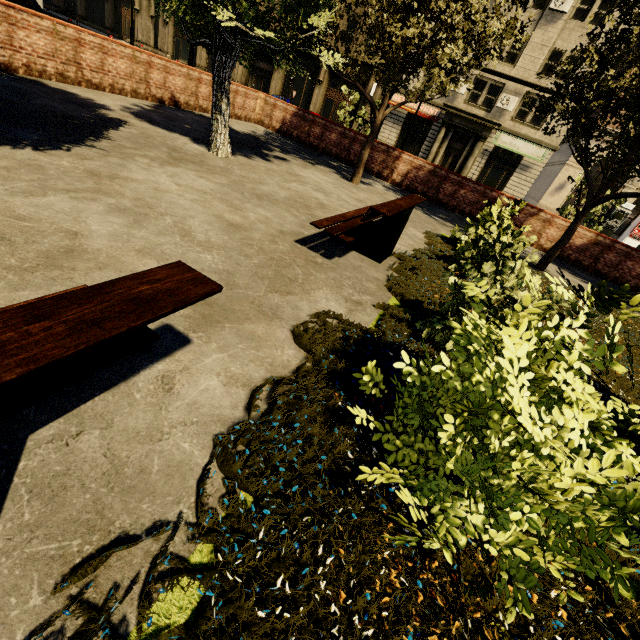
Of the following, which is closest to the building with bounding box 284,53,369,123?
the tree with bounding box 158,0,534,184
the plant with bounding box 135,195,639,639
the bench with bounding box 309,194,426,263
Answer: the tree with bounding box 158,0,534,184

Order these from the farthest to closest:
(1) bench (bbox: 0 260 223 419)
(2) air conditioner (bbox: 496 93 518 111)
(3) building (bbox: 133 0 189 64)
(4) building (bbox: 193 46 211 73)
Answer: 1. (3) building (bbox: 133 0 189 64)
2. (4) building (bbox: 193 46 211 73)
3. (2) air conditioner (bbox: 496 93 518 111)
4. (1) bench (bbox: 0 260 223 419)

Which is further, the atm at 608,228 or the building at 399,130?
the building at 399,130

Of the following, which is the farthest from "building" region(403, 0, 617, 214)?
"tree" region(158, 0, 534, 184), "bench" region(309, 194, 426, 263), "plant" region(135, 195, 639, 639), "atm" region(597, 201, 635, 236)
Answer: "plant" region(135, 195, 639, 639)

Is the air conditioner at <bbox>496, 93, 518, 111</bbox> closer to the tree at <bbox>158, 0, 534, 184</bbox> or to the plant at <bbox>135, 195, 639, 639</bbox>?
the tree at <bbox>158, 0, 534, 184</bbox>

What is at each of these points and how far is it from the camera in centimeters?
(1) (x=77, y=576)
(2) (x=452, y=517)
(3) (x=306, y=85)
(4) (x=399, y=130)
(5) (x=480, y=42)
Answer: (1) plant, 110cm
(2) plant, 148cm
(3) building, 3197cm
(4) building, 2922cm
(5) tree, 698cm

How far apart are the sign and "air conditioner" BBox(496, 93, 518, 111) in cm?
128

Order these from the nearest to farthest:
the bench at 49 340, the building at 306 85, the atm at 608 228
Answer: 1. the bench at 49 340
2. the atm at 608 228
3. the building at 306 85
